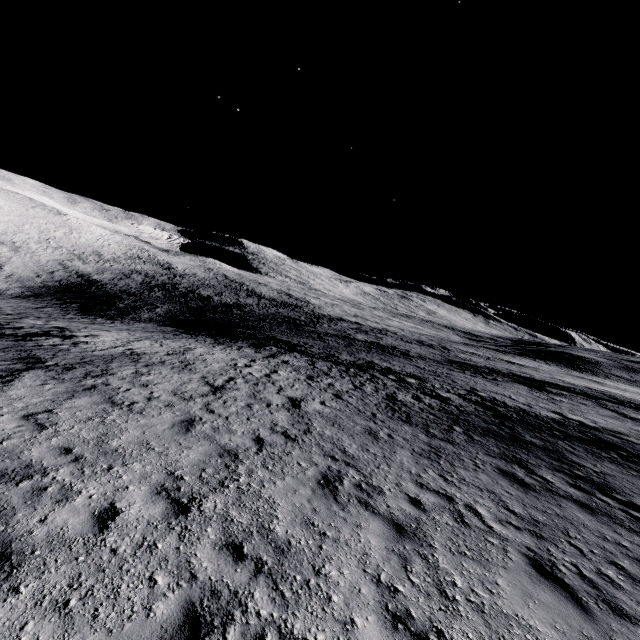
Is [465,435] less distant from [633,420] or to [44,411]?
[44,411]
